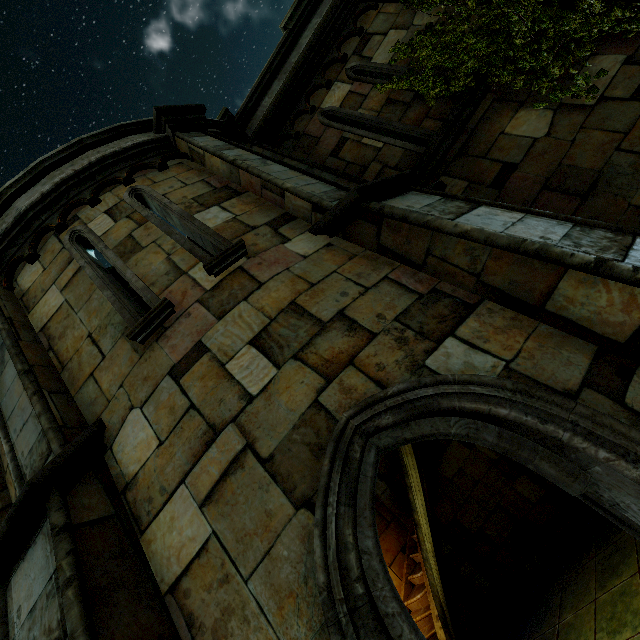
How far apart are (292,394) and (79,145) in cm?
579

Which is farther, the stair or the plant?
the stair

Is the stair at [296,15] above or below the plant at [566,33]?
above

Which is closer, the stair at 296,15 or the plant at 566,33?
the plant at 566,33

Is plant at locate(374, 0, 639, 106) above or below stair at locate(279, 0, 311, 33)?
below
